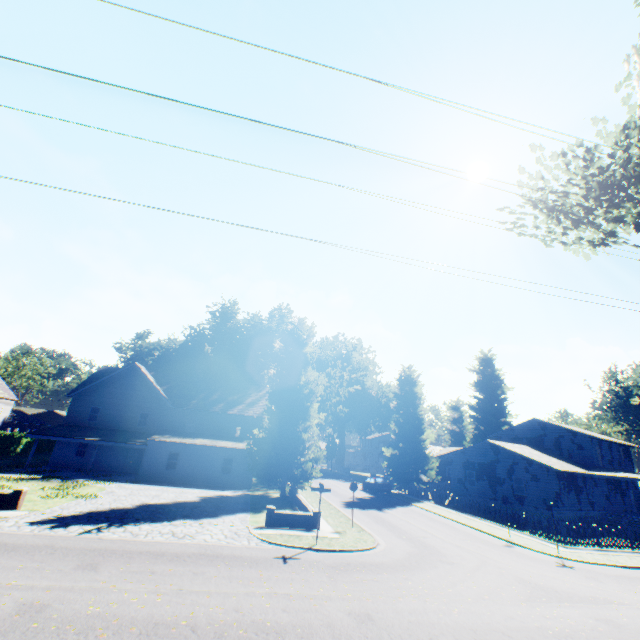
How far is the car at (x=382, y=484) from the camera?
36.28m

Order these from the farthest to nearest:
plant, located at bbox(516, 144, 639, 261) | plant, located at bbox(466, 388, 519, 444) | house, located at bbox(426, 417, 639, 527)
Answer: plant, located at bbox(466, 388, 519, 444)
house, located at bbox(426, 417, 639, 527)
plant, located at bbox(516, 144, 639, 261)

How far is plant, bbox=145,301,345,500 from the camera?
26.5m

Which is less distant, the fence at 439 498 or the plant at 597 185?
the plant at 597 185

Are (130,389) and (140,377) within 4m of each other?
yes

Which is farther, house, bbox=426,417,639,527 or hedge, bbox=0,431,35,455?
hedge, bbox=0,431,35,455

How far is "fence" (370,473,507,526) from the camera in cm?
2499
